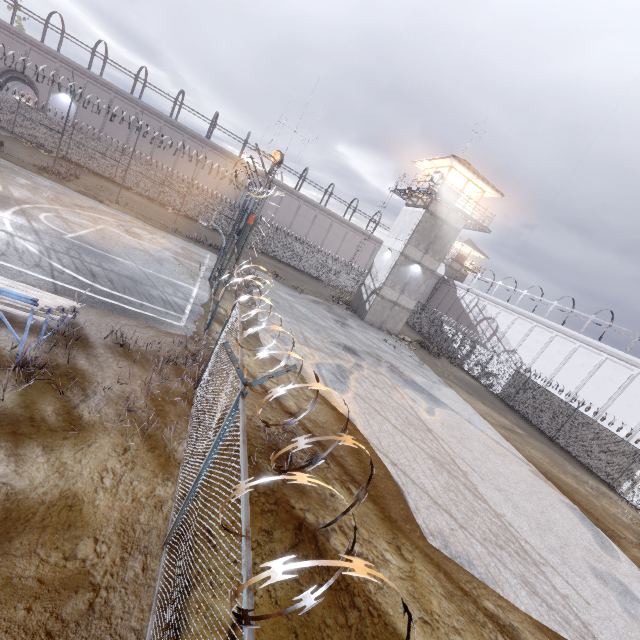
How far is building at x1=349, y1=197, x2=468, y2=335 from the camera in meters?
27.1 m

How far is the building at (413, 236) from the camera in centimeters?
2711cm

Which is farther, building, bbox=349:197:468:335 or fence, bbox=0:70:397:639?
building, bbox=349:197:468:335

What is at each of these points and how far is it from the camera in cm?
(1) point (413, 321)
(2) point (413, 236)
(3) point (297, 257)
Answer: (1) fence, 4097
(2) building, 2698
(3) fence, 3784

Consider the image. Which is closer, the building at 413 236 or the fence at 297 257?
the fence at 297 257

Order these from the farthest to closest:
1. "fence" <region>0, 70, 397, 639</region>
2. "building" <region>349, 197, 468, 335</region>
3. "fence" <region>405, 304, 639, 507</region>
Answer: "building" <region>349, 197, 468, 335</region>, "fence" <region>405, 304, 639, 507</region>, "fence" <region>0, 70, 397, 639</region>

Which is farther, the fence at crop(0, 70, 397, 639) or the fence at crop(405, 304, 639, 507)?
the fence at crop(405, 304, 639, 507)
